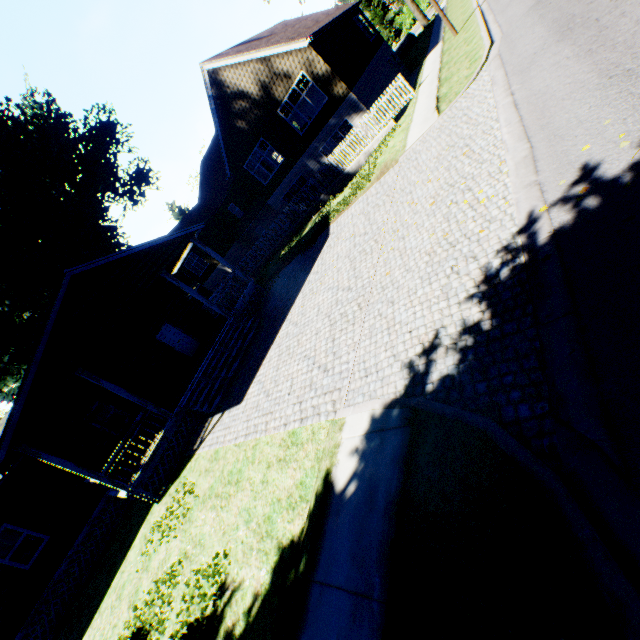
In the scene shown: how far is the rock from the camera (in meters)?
33.12

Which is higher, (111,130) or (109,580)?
(111,130)

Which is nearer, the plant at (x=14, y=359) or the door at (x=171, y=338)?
the door at (x=171, y=338)

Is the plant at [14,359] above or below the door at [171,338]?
above

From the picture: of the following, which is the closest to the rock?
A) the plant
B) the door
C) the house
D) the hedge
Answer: the hedge

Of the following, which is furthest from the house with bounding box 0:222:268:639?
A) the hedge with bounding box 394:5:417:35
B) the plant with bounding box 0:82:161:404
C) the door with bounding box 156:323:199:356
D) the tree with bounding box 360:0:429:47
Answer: the hedge with bounding box 394:5:417:35

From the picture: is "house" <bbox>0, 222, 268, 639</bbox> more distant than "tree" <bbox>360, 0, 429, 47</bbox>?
No

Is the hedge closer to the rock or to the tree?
the tree
